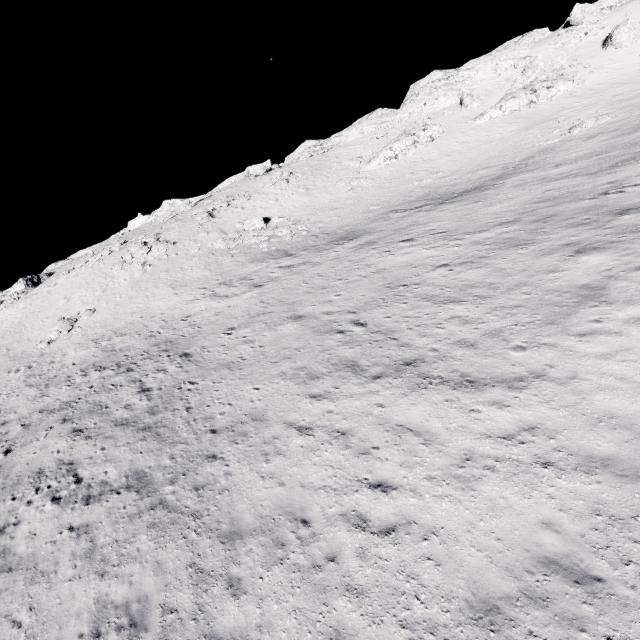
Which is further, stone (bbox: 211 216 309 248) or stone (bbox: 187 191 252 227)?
stone (bbox: 187 191 252 227)

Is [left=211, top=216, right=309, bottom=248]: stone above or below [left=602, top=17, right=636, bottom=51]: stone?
below

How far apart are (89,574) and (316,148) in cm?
6167

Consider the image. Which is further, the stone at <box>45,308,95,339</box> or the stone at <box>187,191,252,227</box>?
the stone at <box>187,191,252,227</box>

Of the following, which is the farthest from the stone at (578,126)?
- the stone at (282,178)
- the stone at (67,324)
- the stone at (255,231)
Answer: the stone at (67,324)

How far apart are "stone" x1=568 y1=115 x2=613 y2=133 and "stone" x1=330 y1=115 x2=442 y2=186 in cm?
1523

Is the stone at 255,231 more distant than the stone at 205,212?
No

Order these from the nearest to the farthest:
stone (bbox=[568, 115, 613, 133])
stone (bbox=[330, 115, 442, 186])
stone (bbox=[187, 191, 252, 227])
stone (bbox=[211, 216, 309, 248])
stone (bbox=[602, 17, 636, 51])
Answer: stone (bbox=[568, 115, 613, 133]), stone (bbox=[211, 216, 309, 248]), stone (bbox=[602, 17, 636, 51]), stone (bbox=[187, 191, 252, 227]), stone (bbox=[330, 115, 442, 186])
